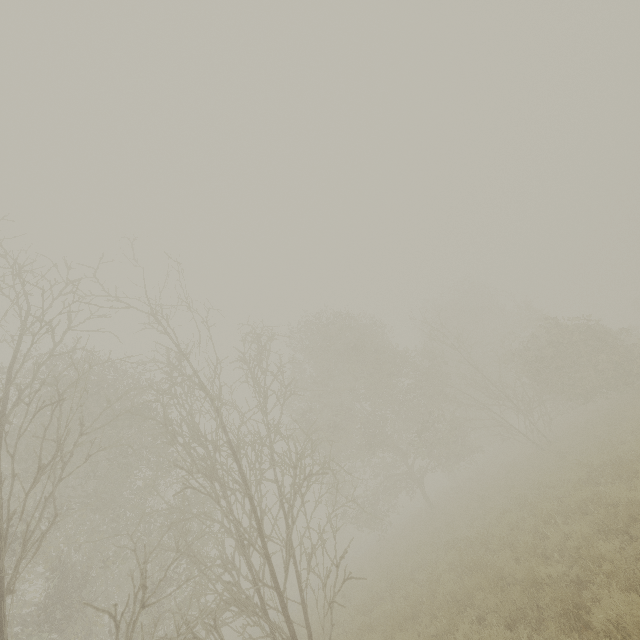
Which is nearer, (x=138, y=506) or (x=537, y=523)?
(x=537, y=523)
